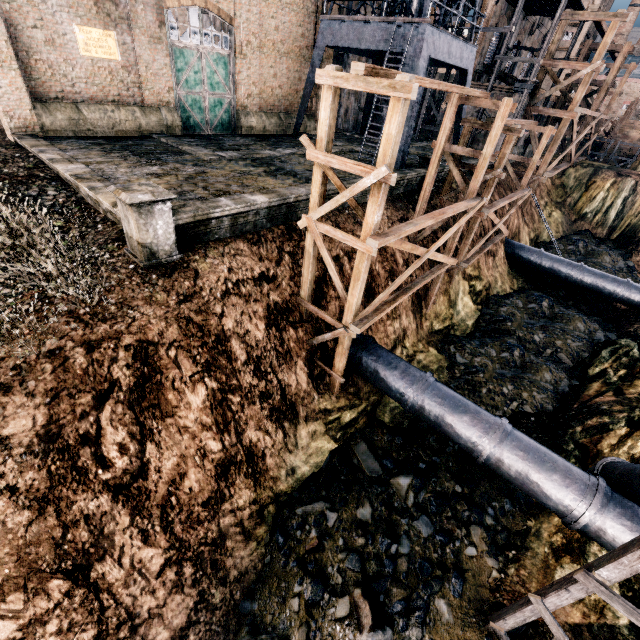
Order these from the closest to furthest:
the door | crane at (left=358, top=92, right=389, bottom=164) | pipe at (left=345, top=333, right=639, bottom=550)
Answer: pipe at (left=345, top=333, right=639, bottom=550)
the door
crane at (left=358, top=92, right=389, bottom=164)

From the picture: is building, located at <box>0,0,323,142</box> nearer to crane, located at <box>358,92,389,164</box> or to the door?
the door

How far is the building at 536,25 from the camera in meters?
29.6 m

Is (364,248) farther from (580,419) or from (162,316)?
(580,419)

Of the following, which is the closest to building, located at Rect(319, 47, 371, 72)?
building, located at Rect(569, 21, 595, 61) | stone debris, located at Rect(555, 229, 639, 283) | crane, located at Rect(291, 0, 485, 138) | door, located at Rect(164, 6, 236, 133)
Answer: door, located at Rect(164, 6, 236, 133)

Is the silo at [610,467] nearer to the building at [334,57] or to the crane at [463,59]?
the crane at [463,59]

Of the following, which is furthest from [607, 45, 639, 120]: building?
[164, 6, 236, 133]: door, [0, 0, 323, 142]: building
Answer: [164, 6, 236, 133]: door

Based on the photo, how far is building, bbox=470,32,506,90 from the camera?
27.1 meters
